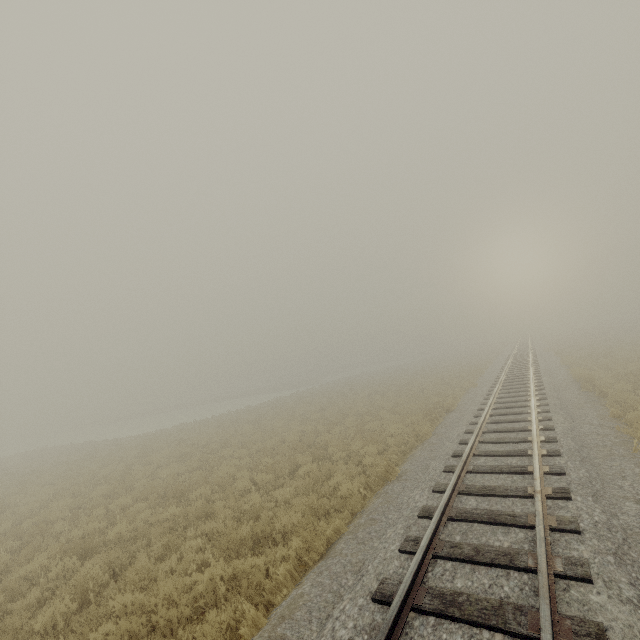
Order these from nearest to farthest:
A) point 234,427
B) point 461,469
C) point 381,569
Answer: point 381,569
point 461,469
point 234,427
